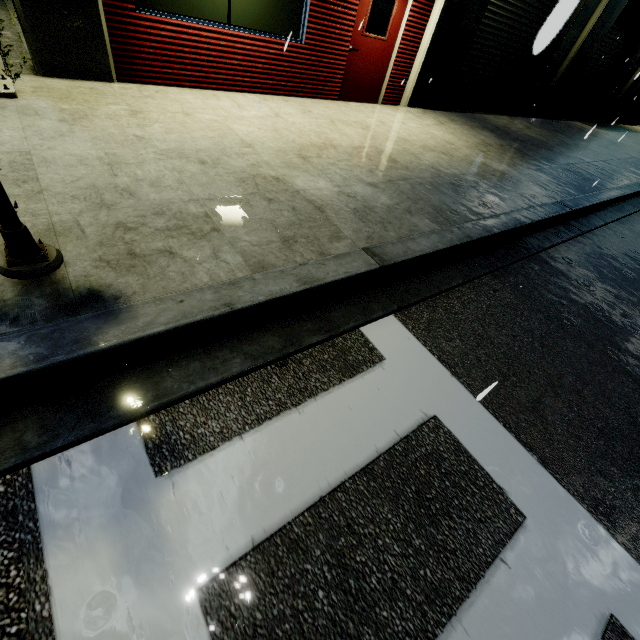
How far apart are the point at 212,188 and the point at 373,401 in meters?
2.9

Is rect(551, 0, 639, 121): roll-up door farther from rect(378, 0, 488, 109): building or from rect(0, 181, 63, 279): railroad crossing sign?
rect(0, 181, 63, 279): railroad crossing sign

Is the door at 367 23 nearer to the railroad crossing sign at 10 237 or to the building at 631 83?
the building at 631 83

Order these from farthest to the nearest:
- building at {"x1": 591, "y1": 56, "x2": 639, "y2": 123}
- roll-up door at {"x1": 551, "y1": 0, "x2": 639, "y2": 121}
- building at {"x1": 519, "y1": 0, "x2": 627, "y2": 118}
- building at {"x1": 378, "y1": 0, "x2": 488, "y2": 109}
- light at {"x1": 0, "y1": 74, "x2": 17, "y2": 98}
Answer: building at {"x1": 591, "y1": 56, "x2": 639, "y2": 123}
roll-up door at {"x1": 551, "y1": 0, "x2": 639, "y2": 121}
building at {"x1": 519, "y1": 0, "x2": 627, "y2": 118}
building at {"x1": 378, "y1": 0, "x2": 488, "y2": 109}
light at {"x1": 0, "y1": 74, "x2": 17, "y2": 98}

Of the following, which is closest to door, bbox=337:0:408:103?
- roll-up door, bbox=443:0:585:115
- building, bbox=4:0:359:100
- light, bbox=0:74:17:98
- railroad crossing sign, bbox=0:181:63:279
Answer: building, bbox=4:0:359:100

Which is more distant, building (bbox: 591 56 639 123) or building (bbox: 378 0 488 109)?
building (bbox: 591 56 639 123)

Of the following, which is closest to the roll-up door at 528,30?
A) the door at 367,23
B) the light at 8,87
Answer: the door at 367,23

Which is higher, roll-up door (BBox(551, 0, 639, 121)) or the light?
roll-up door (BBox(551, 0, 639, 121))
